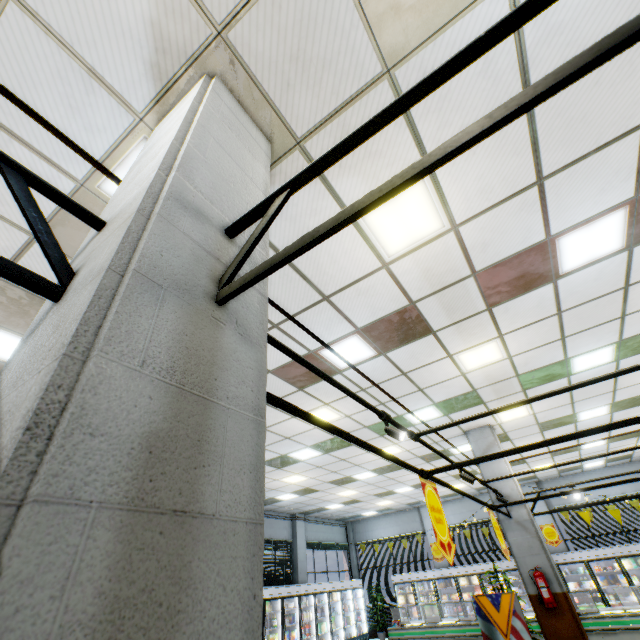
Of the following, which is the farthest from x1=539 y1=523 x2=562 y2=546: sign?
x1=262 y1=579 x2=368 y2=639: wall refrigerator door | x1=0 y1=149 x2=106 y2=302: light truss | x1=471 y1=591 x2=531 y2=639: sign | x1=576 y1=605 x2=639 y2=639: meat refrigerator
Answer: x1=0 y1=149 x2=106 y2=302: light truss

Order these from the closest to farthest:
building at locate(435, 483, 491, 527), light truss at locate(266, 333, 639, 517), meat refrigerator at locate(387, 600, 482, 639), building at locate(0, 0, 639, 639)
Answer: building at locate(0, 0, 639, 639), light truss at locate(266, 333, 639, 517), meat refrigerator at locate(387, 600, 482, 639), building at locate(435, 483, 491, 527)

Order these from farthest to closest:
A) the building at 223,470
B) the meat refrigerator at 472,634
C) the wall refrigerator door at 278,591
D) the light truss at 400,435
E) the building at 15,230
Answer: the wall refrigerator door at 278,591 → the meat refrigerator at 472,634 → the building at 15,230 → the light truss at 400,435 → the building at 223,470

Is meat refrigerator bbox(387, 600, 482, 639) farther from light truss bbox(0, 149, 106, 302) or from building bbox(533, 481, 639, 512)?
light truss bbox(0, 149, 106, 302)

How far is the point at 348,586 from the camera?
15.1m

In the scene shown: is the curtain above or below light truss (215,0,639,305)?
below

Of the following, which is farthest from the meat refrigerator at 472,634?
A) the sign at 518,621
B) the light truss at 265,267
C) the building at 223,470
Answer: the light truss at 265,267
